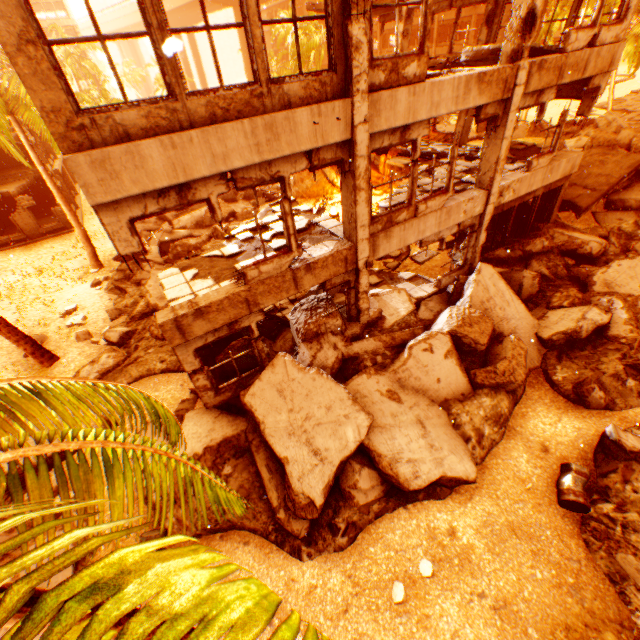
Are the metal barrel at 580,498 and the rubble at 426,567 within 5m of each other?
yes

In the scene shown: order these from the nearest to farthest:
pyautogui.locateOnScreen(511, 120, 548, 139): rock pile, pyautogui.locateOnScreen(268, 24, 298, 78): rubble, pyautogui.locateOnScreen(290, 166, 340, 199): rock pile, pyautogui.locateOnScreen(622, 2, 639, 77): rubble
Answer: pyautogui.locateOnScreen(290, 166, 340, 199): rock pile, pyautogui.locateOnScreen(622, 2, 639, 77): rubble, pyautogui.locateOnScreen(511, 120, 548, 139): rock pile, pyautogui.locateOnScreen(268, 24, 298, 78): rubble

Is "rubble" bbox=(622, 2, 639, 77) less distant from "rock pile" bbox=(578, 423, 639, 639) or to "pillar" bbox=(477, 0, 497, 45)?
"rock pile" bbox=(578, 423, 639, 639)

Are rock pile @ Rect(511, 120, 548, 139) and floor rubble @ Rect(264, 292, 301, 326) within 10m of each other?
no

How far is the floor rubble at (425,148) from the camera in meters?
10.4

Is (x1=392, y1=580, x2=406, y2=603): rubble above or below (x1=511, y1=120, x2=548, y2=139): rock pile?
below

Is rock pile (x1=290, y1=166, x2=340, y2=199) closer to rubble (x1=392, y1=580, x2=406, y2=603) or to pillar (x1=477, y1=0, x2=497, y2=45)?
pillar (x1=477, y1=0, x2=497, y2=45)

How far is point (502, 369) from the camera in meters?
8.4
